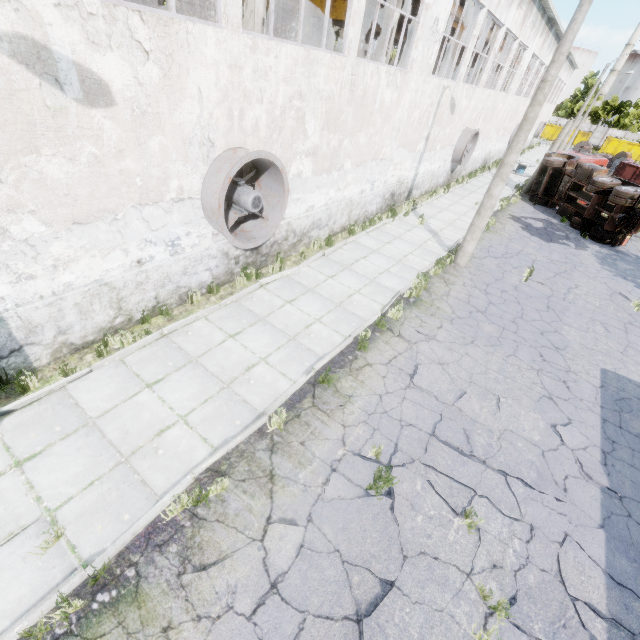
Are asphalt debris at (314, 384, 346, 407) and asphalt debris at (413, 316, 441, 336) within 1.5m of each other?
no

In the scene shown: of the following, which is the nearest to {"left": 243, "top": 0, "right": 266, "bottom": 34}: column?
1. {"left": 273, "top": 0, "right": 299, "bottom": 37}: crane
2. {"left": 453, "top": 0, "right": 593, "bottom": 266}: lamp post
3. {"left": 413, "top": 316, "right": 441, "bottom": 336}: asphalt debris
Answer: {"left": 273, "top": 0, "right": 299, "bottom": 37}: crane

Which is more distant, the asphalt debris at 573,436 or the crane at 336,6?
the crane at 336,6

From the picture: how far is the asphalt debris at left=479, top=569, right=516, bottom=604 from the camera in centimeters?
436cm

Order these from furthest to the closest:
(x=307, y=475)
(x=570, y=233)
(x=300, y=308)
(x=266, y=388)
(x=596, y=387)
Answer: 1. (x=570, y=233)
2. (x=300, y=308)
3. (x=596, y=387)
4. (x=266, y=388)
5. (x=307, y=475)

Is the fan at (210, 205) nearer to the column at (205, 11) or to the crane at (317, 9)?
the crane at (317, 9)

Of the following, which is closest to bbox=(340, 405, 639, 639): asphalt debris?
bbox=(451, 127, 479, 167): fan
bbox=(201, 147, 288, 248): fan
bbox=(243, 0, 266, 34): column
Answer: bbox=(201, 147, 288, 248): fan

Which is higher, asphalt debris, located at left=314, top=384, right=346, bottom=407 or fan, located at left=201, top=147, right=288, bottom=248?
fan, located at left=201, top=147, right=288, bottom=248
